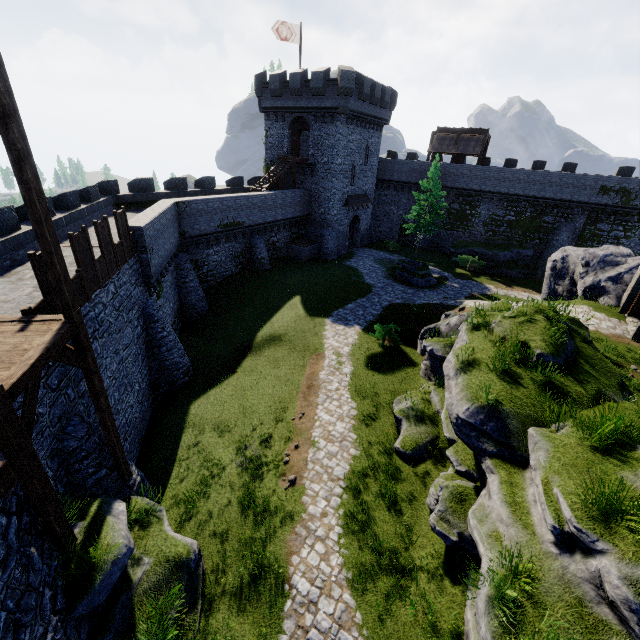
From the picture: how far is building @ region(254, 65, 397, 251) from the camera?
29.8 meters

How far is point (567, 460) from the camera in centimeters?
709cm

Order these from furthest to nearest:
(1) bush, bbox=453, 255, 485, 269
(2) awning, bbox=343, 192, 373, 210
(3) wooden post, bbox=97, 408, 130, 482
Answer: (2) awning, bbox=343, 192, 373, 210 < (1) bush, bbox=453, 255, 485, 269 < (3) wooden post, bbox=97, 408, 130, 482

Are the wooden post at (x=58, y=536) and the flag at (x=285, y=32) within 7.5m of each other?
no

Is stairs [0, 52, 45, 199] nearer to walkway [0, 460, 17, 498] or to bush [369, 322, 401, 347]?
walkway [0, 460, 17, 498]

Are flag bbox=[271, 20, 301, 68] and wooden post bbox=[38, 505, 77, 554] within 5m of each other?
no

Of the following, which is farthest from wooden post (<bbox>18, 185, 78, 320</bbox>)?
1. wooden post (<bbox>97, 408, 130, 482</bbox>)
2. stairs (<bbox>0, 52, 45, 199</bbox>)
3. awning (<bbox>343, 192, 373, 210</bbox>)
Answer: awning (<bbox>343, 192, 373, 210</bbox>)

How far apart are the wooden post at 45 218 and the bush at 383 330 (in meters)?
14.62
